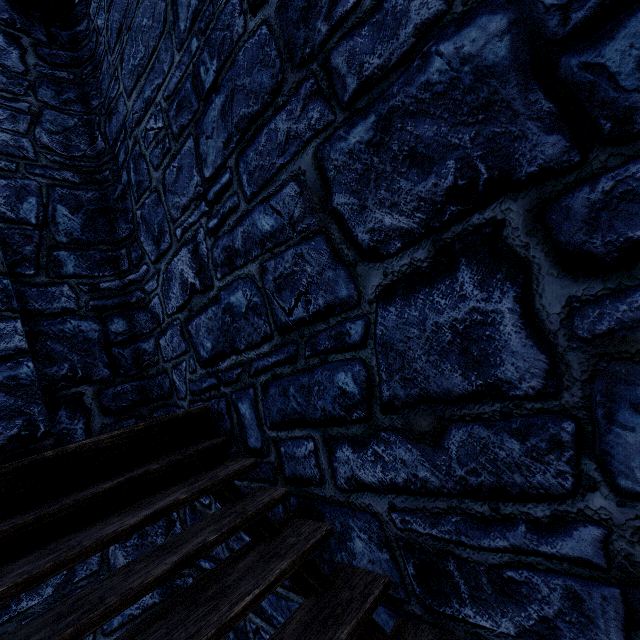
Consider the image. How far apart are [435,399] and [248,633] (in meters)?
3.20
